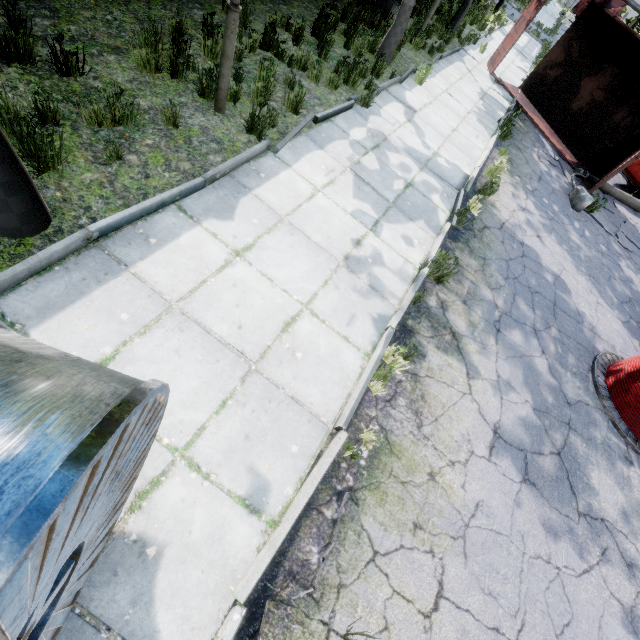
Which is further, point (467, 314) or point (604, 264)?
point (604, 264)

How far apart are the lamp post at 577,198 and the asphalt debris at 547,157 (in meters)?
0.01

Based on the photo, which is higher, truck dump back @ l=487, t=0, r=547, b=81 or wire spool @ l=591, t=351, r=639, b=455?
truck dump back @ l=487, t=0, r=547, b=81

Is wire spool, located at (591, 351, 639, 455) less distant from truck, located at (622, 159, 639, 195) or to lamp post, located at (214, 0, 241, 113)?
lamp post, located at (214, 0, 241, 113)

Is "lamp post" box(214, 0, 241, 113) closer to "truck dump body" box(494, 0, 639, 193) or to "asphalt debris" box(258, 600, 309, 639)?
"asphalt debris" box(258, 600, 309, 639)

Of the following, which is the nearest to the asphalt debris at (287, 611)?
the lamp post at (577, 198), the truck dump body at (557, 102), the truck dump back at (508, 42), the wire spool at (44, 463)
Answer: the wire spool at (44, 463)

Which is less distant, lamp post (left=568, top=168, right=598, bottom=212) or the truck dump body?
lamp post (left=568, top=168, right=598, bottom=212)

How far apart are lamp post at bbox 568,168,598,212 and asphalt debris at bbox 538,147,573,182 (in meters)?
0.01
